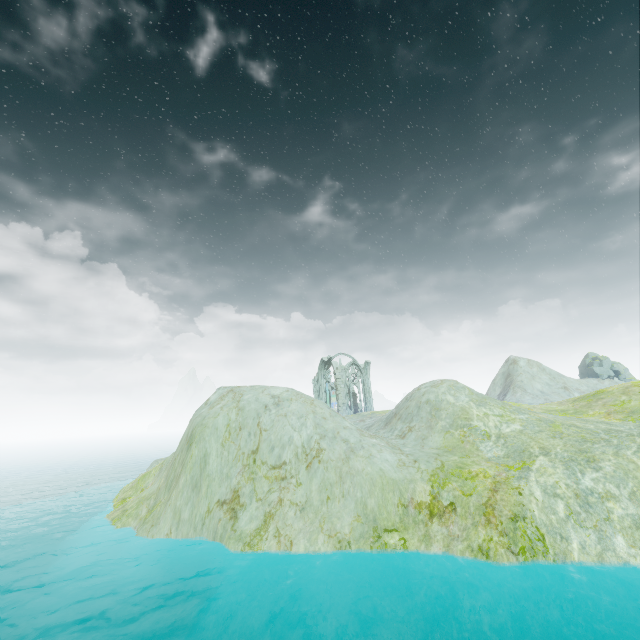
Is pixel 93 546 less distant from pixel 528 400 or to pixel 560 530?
pixel 560 530

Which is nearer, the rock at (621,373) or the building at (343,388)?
the building at (343,388)

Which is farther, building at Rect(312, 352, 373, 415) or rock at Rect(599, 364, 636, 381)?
rock at Rect(599, 364, 636, 381)

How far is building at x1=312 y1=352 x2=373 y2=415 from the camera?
48.19m

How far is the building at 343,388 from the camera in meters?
48.2
